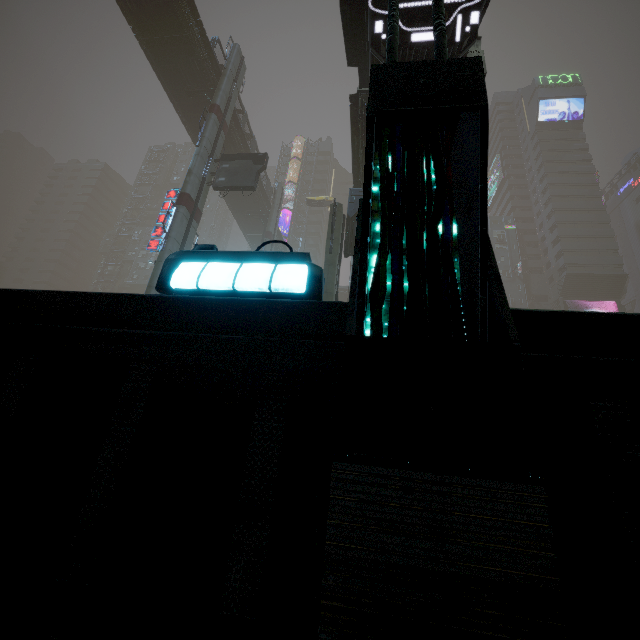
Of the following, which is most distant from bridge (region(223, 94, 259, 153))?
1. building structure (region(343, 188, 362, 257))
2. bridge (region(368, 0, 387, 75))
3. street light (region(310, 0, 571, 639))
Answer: street light (region(310, 0, 571, 639))

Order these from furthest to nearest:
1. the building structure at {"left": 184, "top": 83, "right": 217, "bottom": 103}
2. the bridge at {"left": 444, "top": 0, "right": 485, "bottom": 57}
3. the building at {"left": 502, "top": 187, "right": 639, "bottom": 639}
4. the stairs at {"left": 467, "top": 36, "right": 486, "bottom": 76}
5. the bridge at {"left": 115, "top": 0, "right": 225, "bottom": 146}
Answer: the building structure at {"left": 184, "top": 83, "right": 217, "bottom": 103} < the bridge at {"left": 115, "top": 0, "right": 225, "bottom": 146} < the stairs at {"left": 467, "top": 36, "right": 486, "bottom": 76} < the bridge at {"left": 444, "top": 0, "right": 485, "bottom": 57} < the building at {"left": 502, "top": 187, "right": 639, "bottom": 639}

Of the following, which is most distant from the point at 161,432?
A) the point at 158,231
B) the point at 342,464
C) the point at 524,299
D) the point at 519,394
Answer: the point at 524,299

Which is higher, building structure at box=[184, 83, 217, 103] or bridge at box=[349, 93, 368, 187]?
building structure at box=[184, 83, 217, 103]

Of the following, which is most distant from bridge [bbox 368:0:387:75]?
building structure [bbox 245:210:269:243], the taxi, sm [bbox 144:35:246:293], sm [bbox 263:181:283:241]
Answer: the taxi

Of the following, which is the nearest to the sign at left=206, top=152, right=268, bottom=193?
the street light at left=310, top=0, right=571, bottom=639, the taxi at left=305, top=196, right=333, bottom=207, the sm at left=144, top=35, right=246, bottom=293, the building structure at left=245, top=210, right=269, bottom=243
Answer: the sm at left=144, top=35, right=246, bottom=293

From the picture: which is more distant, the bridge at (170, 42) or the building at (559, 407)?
the bridge at (170, 42)
